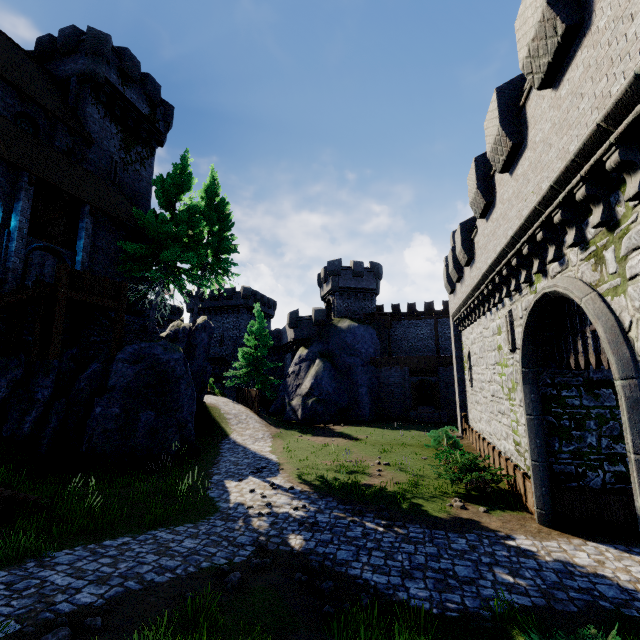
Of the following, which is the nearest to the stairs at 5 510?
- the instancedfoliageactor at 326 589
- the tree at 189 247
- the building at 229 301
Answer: the tree at 189 247

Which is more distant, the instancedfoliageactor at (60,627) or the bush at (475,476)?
the bush at (475,476)

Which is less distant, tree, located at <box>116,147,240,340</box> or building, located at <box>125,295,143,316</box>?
tree, located at <box>116,147,240,340</box>

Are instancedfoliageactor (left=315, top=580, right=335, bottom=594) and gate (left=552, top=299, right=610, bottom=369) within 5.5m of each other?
no

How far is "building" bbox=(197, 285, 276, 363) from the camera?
48.6m

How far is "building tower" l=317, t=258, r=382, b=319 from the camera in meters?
37.1 m

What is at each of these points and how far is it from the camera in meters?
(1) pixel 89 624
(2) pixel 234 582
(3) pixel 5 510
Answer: (1) instancedfoliageactor, 4.8
(2) instancedfoliageactor, 6.4
(3) stairs, 9.1

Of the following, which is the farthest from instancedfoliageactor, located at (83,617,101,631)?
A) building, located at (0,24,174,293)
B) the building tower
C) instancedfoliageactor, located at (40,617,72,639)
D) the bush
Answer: the building tower
